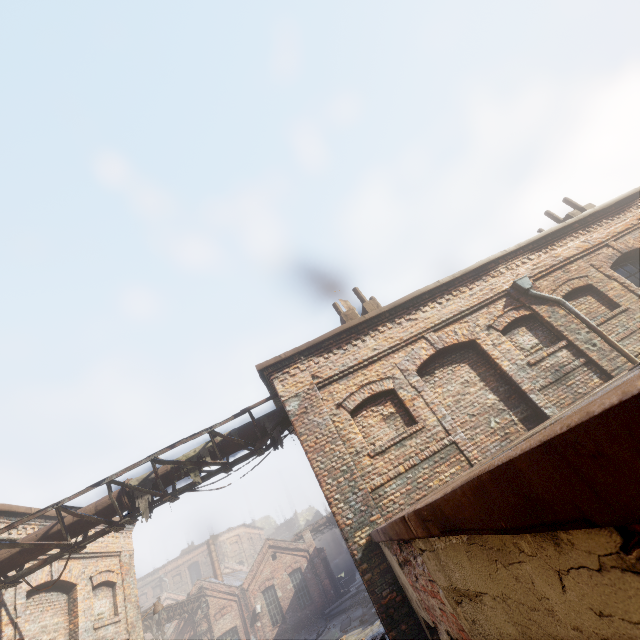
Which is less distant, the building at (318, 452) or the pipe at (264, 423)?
the building at (318, 452)

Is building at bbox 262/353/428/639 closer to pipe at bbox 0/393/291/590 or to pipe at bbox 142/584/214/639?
pipe at bbox 0/393/291/590

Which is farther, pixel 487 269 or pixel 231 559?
pixel 231 559

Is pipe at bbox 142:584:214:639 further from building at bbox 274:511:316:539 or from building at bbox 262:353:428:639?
building at bbox 274:511:316:539

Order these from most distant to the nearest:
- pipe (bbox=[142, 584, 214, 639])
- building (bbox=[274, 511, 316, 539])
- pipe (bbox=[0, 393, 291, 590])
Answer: building (bbox=[274, 511, 316, 539]) → pipe (bbox=[142, 584, 214, 639]) → pipe (bbox=[0, 393, 291, 590])

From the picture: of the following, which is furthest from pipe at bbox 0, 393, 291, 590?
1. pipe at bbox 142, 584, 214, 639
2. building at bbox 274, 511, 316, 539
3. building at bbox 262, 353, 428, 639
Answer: building at bbox 274, 511, 316, 539

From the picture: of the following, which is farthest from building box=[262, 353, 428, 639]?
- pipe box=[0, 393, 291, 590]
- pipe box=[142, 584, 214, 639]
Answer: pipe box=[142, 584, 214, 639]

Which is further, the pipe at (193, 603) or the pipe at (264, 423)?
the pipe at (193, 603)
